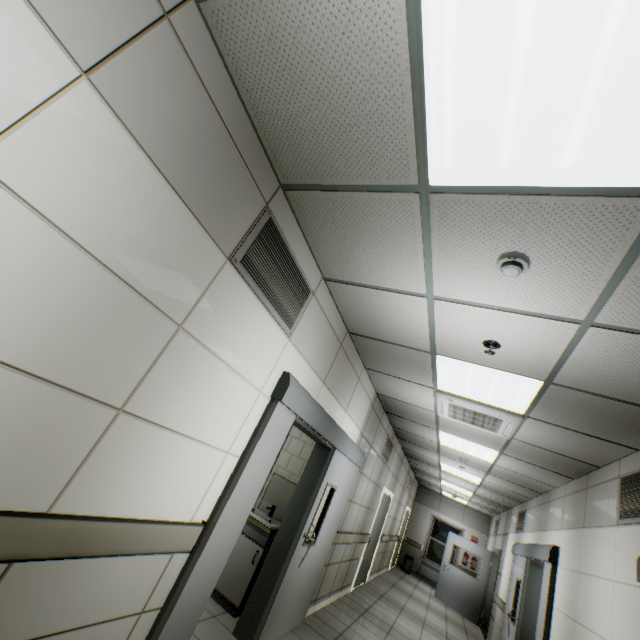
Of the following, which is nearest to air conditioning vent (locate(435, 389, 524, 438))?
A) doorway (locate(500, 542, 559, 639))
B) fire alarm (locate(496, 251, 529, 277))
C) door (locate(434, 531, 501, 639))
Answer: doorway (locate(500, 542, 559, 639))

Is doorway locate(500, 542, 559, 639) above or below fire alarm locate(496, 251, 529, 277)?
below

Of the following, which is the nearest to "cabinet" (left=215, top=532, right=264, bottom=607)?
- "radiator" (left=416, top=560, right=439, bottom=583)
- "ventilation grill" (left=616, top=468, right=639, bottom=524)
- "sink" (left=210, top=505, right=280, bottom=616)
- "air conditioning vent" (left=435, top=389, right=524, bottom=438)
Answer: "sink" (left=210, top=505, right=280, bottom=616)

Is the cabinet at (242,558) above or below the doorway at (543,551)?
below

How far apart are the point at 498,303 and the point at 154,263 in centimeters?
221cm

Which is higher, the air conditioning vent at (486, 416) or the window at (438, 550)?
the air conditioning vent at (486, 416)

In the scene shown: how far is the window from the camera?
13.3 meters

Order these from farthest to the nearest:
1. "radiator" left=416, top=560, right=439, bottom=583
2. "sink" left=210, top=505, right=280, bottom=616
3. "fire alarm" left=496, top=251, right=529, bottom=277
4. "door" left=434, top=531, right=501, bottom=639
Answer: A: "radiator" left=416, top=560, right=439, bottom=583 → "door" left=434, top=531, right=501, bottom=639 → "sink" left=210, top=505, right=280, bottom=616 → "fire alarm" left=496, top=251, right=529, bottom=277
